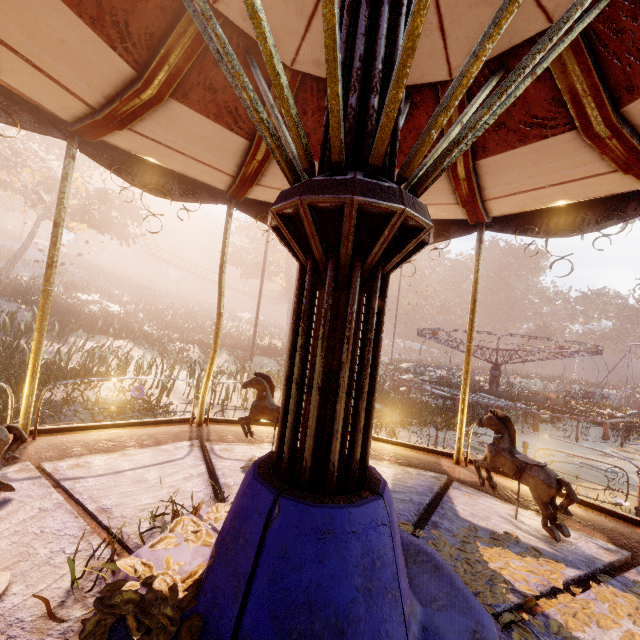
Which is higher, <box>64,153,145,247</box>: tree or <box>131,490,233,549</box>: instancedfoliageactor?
<box>64,153,145,247</box>: tree

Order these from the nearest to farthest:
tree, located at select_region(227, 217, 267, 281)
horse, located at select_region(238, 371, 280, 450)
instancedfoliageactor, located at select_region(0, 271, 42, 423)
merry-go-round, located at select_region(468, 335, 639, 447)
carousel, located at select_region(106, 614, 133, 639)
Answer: carousel, located at select_region(106, 614, 133, 639) < horse, located at select_region(238, 371, 280, 450) < instancedfoliageactor, located at select_region(0, 271, 42, 423) < merry-go-round, located at select_region(468, 335, 639, 447) < tree, located at select_region(227, 217, 267, 281)

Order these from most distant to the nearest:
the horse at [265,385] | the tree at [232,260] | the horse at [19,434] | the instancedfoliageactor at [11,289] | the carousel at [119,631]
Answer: the tree at [232,260], the instancedfoliageactor at [11,289], the horse at [265,385], the horse at [19,434], the carousel at [119,631]

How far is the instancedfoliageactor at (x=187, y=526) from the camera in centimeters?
154cm

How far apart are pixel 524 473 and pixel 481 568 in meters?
1.1

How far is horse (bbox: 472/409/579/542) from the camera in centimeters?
292cm

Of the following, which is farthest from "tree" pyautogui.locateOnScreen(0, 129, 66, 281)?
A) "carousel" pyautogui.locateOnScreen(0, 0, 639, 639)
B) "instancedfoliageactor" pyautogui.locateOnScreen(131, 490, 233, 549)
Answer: "carousel" pyautogui.locateOnScreen(0, 0, 639, 639)

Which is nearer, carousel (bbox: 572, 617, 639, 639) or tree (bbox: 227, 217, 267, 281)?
carousel (bbox: 572, 617, 639, 639)
